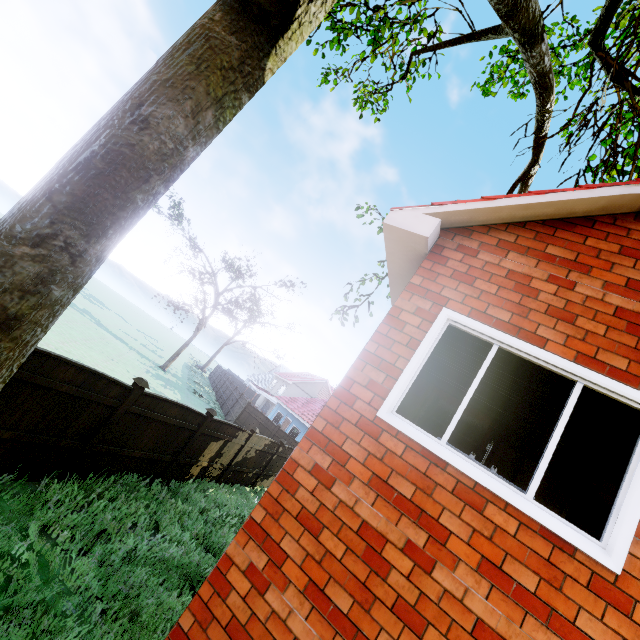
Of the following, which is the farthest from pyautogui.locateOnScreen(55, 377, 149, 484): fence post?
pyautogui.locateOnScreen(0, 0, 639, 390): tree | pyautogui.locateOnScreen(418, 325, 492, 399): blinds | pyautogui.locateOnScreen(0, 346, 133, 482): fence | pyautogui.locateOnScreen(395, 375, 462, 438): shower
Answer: pyautogui.locateOnScreen(0, 0, 639, 390): tree

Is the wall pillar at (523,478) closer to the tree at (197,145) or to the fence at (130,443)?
the fence at (130,443)

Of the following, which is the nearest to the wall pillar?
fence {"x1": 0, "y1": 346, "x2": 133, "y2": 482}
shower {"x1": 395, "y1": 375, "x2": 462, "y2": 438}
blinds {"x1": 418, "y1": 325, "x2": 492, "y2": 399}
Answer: shower {"x1": 395, "y1": 375, "x2": 462, "y2": 438}

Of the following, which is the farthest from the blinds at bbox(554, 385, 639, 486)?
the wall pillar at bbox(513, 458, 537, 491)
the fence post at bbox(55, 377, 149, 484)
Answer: the fence post at bbox(55, 377, 149, 484)

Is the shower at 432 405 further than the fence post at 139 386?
No

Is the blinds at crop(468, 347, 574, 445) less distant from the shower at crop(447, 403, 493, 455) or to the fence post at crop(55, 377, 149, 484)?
the shower at crop(447, 403, 493, 455)

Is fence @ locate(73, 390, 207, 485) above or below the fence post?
below

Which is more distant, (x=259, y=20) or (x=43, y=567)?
(x=43, y=567)
